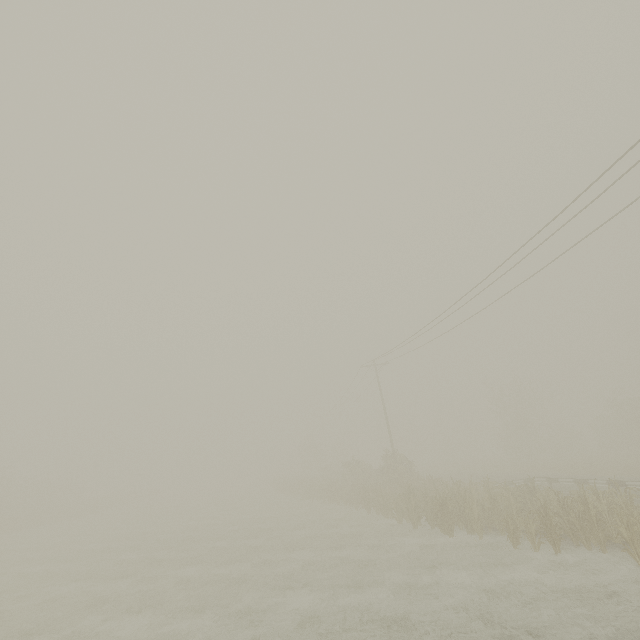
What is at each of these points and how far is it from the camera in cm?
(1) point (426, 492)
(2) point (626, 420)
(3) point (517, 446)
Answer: (1) tree, 1994
(2) tree, 3909
(3) tree, 4059

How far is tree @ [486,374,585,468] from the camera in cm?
4022

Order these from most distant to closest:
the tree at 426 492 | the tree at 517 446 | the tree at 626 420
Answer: the tree at 517 446 < the tree at 626 420 < the tree at 426 492

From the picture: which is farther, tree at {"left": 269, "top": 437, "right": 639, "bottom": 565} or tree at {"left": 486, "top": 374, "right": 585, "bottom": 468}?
tree at {"left": 486, "top": 374, "right": 585, "bottom": 468}

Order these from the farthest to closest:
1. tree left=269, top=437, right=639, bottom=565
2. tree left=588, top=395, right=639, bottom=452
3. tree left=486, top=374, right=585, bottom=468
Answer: tree left=486, top=374, right=585, bottom=468, tree left=588, top=395, right=639, bottom=452, tree left=269, top=437, right=639, bottom=565

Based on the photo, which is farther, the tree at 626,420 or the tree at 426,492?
the tree at 626,420
